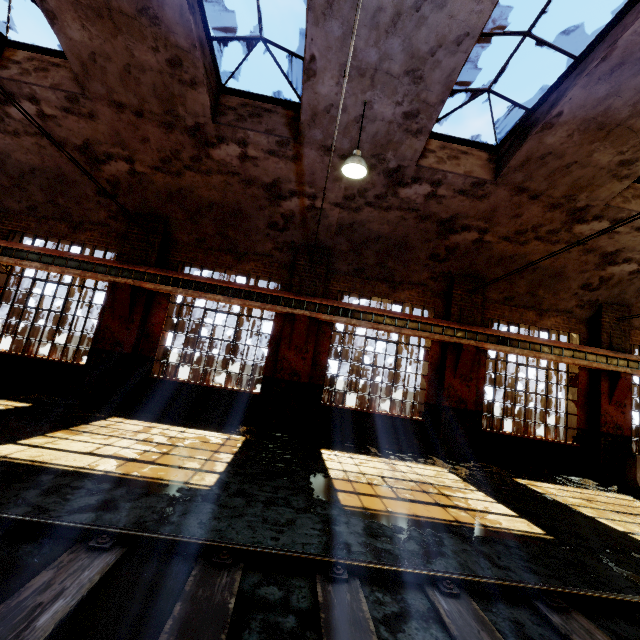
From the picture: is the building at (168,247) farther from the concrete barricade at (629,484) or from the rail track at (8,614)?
the rail track at (8,614)

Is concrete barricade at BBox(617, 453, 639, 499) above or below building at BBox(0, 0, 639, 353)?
below

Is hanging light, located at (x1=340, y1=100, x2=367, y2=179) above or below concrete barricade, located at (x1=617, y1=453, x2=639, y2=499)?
above

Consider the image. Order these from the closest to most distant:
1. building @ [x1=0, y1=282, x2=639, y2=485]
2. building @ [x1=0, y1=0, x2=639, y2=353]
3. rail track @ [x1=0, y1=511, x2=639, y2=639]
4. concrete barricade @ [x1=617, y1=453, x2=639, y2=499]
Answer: rail track @ [x1=0, y1=511, x2=639, y2=639] → building @ [x1=0, y1=0, x2=639, y2=353] → concrete barricade @ [x1=617, y1=453, x2=639, y2=499] → building @ [x1=0, y1=282, x2=639, y2=485]

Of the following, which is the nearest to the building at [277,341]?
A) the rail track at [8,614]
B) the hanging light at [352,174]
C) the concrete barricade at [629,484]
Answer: the hanging light at [352,174]

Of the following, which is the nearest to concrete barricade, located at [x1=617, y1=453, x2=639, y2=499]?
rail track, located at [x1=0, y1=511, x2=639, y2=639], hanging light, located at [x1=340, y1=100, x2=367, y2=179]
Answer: rail track, located at [x1=0, y1=511, x2=639, y2=639]

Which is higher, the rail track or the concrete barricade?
the concrete barricade

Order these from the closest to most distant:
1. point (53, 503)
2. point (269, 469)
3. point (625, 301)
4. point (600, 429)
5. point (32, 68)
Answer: point (53, 503) → point (269, 469) → point (32, 68) → point (600, 429) → point (625, 301)
